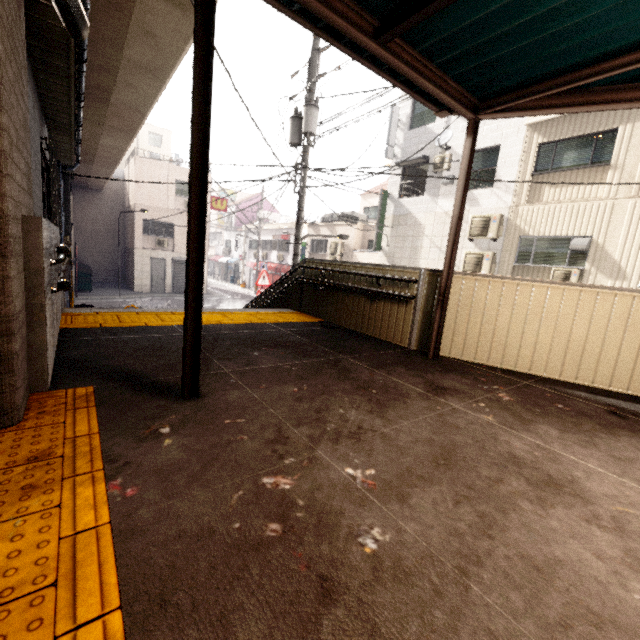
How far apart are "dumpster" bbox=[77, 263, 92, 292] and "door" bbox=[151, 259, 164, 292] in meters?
3.5 m

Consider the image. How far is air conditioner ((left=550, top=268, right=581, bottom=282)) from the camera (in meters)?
9.84

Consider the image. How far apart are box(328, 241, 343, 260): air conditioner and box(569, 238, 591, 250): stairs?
11.8 meters

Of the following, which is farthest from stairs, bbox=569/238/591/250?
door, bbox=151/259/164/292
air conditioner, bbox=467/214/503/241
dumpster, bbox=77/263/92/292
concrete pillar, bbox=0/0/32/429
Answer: dumpster, bbox=77/263/92/292

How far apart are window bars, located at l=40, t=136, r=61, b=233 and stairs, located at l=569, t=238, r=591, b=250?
12.7 meters

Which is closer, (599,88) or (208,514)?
(208,514)

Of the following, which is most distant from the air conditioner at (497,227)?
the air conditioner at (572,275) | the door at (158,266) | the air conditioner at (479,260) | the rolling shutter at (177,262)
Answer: the door at (158,266)

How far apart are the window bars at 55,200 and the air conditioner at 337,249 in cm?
1490
